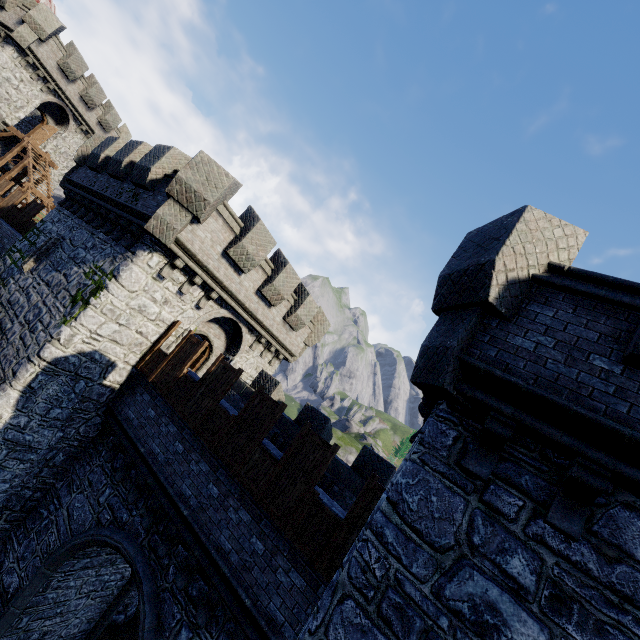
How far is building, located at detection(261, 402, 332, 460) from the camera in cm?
927

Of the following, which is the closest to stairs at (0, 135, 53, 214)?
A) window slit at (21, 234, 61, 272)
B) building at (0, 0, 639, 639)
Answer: building at (0, 0, 639, 639)

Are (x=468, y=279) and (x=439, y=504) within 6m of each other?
yes

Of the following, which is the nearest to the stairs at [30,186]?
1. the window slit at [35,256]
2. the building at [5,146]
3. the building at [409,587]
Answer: the building at [5,146]

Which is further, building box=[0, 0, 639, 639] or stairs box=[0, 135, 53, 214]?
stairs box=[0, 135, 53, 214]

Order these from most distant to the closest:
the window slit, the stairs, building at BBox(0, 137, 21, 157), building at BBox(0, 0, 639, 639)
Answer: building at BBox(0, 137, 21, 157) < the stairs < the window slit < building at BBox(0, 0, 639, 639)

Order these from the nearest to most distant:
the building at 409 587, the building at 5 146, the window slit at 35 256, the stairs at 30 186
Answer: the building at 409 587, the window slit at 35 256, the stairs at 30 186, the building at 5 146

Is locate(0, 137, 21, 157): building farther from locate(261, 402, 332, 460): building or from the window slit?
the window slit
